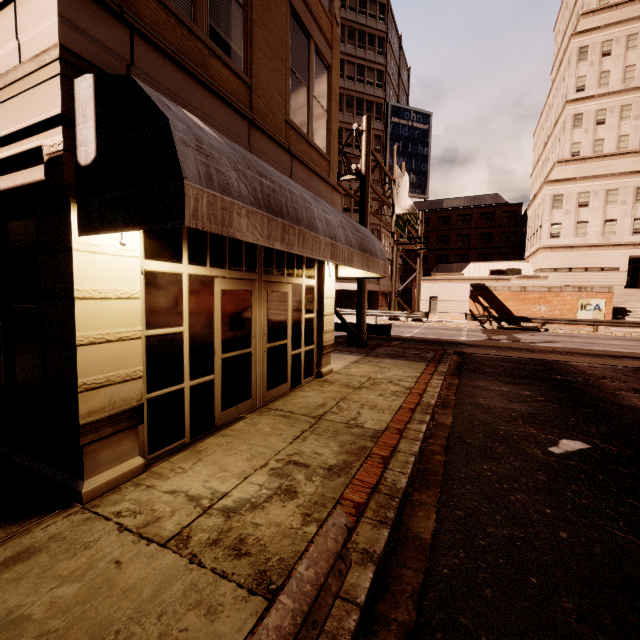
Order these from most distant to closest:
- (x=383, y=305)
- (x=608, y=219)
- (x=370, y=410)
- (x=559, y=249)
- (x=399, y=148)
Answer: (x=383, y=305)
(x=399, y=148)
(x=559, y=249)
(x=608, y=219)
(x=370, y=410)

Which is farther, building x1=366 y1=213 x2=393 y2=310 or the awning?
building x1=366 y1=213 x2=393 y2=310

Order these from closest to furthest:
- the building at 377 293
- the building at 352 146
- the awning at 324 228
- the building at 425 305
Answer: the awning at 324 228, the building at 352 146, the building at 425 305, the building at 377 293

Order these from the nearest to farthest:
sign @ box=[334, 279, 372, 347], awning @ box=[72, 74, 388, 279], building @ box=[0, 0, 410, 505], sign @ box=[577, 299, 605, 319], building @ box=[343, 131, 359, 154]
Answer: awning @ box=[72, 74, 388, 279]
building @ box=[0, 0, 410, 505]
sign @ box=[334, 279, 372, 347]
sign @ box=[577, 299, 605, 319]
building @ box=[343, 131, 359, 154]

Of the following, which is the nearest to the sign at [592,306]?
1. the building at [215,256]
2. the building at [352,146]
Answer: the building at [352,146]

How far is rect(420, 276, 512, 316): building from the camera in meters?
39.0 m

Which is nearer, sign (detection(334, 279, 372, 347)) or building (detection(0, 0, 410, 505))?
building (detection(0, 0, 410, 505))
